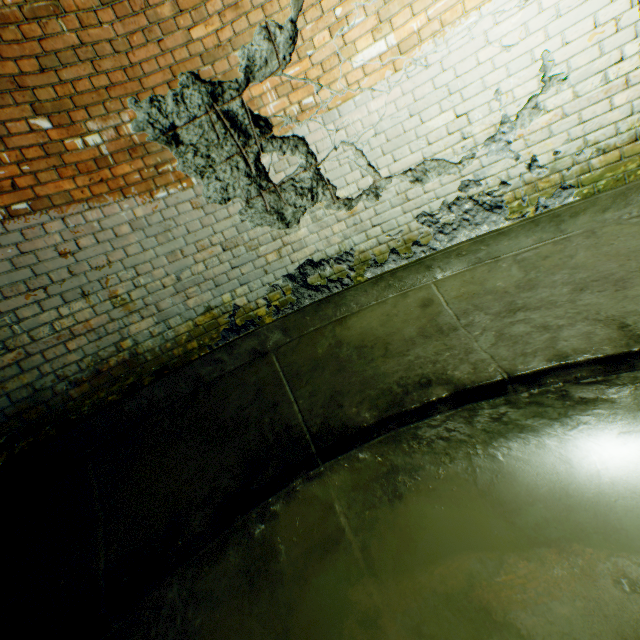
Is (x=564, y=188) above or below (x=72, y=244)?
below
